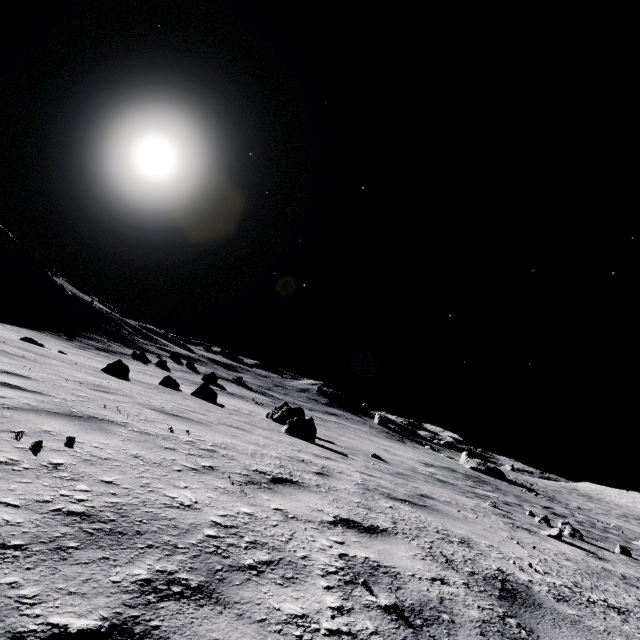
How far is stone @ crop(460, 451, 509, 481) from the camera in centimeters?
5138cm

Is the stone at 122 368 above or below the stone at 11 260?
below

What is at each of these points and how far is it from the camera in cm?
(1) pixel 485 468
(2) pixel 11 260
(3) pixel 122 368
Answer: (1) stone, 5191
(2) stone, 4525
(3) stone, 1230

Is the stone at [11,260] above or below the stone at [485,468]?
above

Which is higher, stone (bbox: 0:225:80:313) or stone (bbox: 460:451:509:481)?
stone (bbox: 0:225:80:313)

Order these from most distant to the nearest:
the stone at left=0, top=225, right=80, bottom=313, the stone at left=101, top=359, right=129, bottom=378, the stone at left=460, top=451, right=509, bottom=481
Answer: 1. the stone at left=460, top=451, right=509, bottom=481
2. the stone at left=0, top=225, right=80, bottom=313
3. the stone at left=101, top=359, right=129, bottom=378

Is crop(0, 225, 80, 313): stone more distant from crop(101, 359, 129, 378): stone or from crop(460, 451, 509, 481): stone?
crop(460, 451, 509, 481): stone

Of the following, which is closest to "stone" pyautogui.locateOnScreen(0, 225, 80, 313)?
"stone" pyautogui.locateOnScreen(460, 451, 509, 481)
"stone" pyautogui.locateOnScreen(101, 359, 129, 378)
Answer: "stone" pyautogui.locateOnScreen(101, 359, 129, 378)
